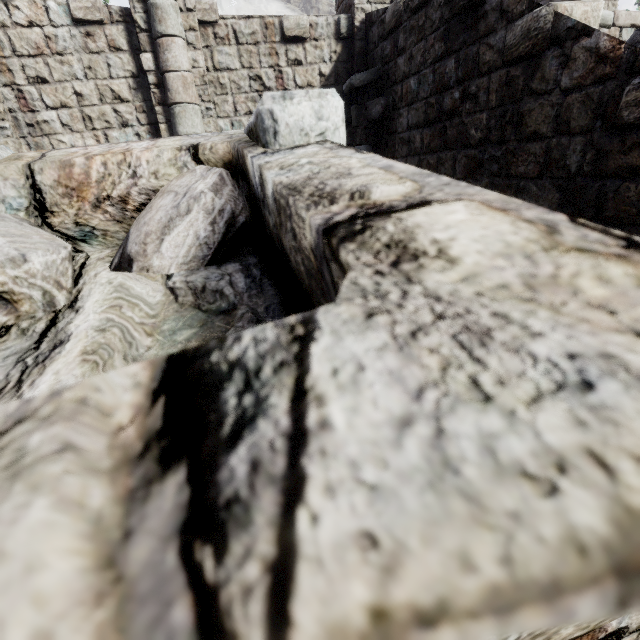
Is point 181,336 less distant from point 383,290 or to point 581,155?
point 383,290
